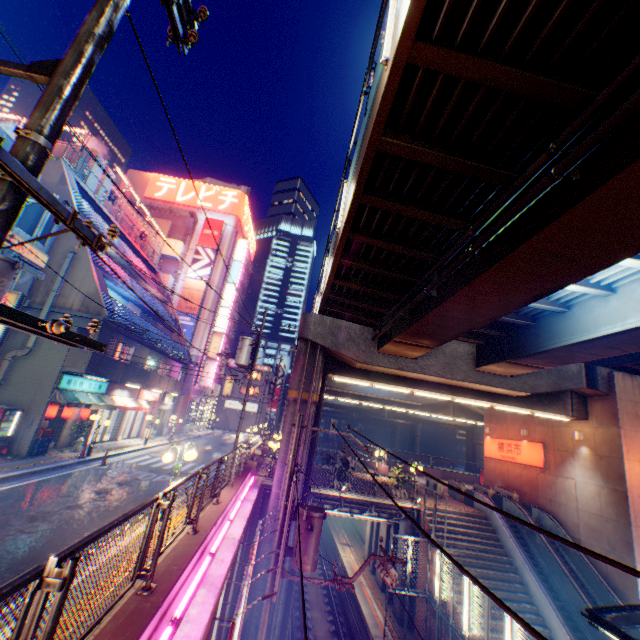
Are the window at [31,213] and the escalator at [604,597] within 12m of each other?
no

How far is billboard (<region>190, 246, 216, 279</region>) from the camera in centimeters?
4047cm

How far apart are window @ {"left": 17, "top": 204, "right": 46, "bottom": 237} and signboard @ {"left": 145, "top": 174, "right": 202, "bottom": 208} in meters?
28.8

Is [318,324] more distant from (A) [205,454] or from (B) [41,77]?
(A) [205,454]

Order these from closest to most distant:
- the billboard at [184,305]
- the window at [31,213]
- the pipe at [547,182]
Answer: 1. the pipe at [547,182]
2. the window at [31,213]
3. the billboard at [184,305]

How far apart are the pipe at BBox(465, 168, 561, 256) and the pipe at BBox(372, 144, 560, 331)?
0.3m

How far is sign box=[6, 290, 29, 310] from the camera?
13.5m

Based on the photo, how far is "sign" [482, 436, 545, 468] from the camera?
21.3m
